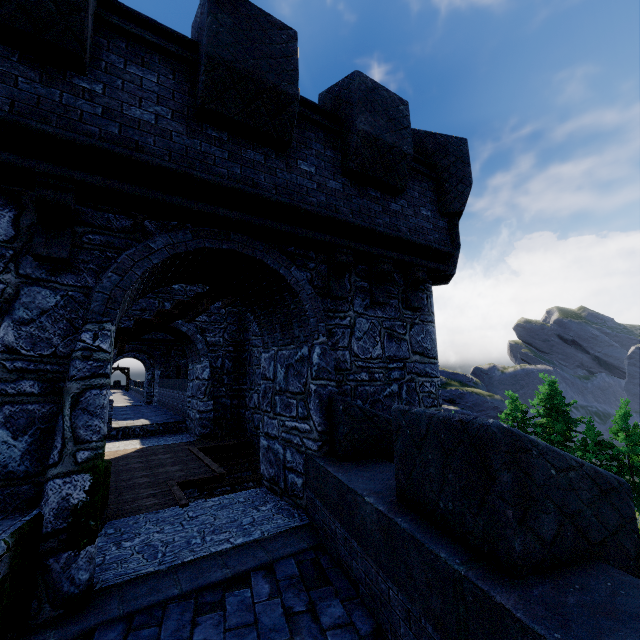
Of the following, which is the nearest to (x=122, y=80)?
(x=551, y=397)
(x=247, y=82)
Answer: (x=247, y=82)
